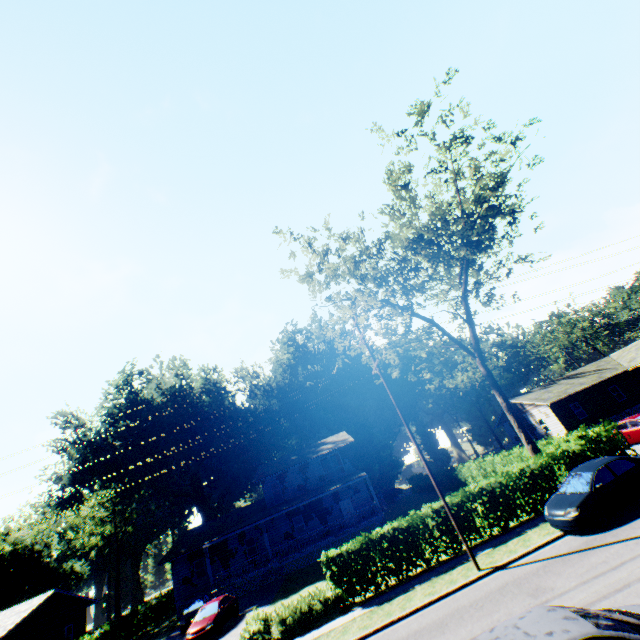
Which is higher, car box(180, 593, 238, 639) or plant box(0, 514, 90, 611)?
plant box(0, 514, 90, 611)

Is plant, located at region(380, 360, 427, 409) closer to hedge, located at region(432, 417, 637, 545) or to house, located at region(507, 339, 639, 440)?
hedge, located at region(432, 417, 637, 545)

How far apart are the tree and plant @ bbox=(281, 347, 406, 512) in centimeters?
3215cm

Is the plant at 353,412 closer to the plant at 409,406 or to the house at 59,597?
the plant at 409,406

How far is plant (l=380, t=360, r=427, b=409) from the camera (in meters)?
54.06

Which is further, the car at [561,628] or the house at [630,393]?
the house at [630,393]

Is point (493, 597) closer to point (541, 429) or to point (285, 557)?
point (285, 557)

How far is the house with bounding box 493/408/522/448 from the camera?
40.03m
